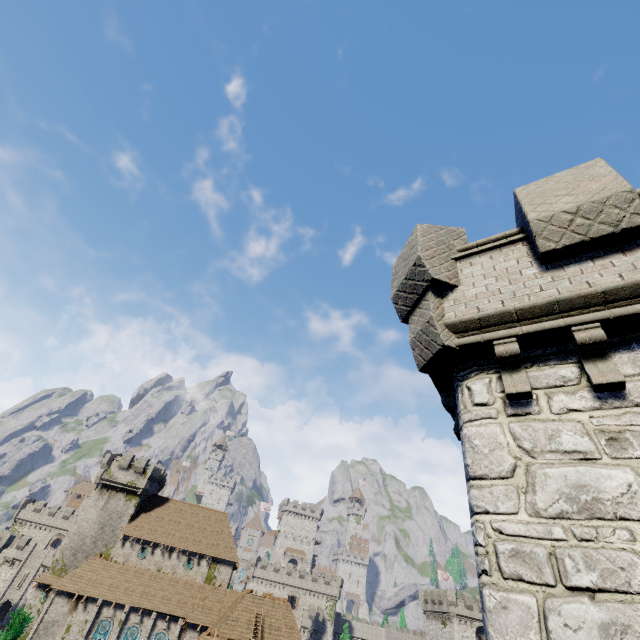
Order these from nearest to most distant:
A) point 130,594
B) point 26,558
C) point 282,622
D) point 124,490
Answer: point 282,622 → point 130,594 → point 124,490 → point 26,558

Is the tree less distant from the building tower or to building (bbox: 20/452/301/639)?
building (bbox: 20/452/301/639)

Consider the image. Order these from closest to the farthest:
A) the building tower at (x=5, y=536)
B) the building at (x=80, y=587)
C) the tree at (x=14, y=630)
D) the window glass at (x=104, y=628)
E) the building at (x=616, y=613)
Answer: the building at (x=616, y=613), the tree at (x=14, y=630), the building at (x=80, y=587), the window glass at (x=104, y=628), the building tower at (x=5, y=536)

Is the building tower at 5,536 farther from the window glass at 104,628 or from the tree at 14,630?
the tree at 14,630

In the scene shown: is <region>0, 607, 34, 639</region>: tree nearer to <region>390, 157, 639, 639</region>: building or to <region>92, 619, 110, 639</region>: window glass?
<region>390, 157, 639, 639</region>: building

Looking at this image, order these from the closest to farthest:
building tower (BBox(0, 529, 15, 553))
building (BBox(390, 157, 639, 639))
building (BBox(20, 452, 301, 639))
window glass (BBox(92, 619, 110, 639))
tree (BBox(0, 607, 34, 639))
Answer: building (BBox(390, 157, 639, 639)), tree (BBox(0, 607, 34, 639)), building (BBox(20, 452, 301, 639)), window glass (BBox(92, 619, 110, 639)), building tower (BBox(0, 529, 15, 553))

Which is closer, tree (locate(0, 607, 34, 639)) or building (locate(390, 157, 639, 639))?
building (locate(390, 157, 639, 639))

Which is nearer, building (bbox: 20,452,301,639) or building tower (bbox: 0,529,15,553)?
building (bbox: 20,452,301,639)
